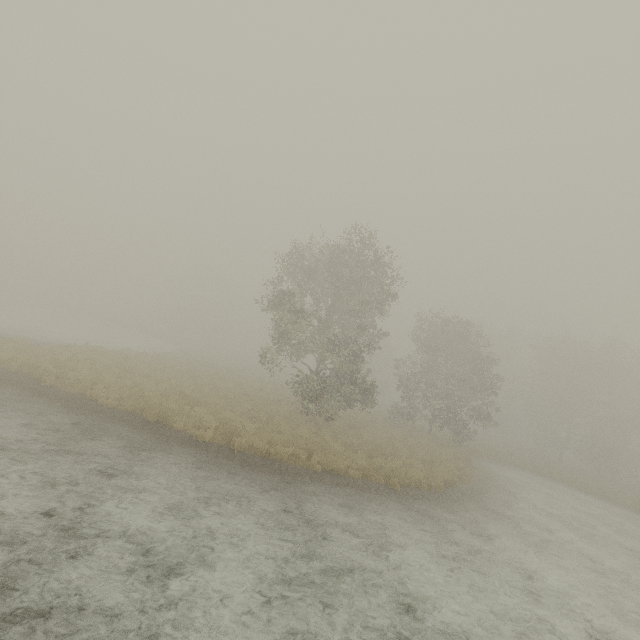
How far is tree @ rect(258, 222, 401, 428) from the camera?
18.78m

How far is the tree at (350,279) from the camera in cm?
1878

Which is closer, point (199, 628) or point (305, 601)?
point (199, 628)
